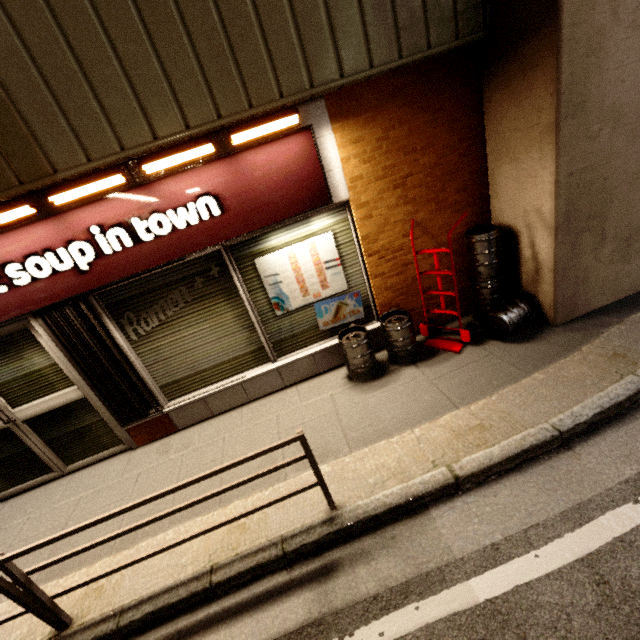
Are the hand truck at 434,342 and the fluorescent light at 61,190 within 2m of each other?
no

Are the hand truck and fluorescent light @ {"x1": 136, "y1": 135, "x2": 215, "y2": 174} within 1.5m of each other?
no

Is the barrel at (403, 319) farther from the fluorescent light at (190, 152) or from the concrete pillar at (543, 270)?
the fluorescent light at (190, 152)

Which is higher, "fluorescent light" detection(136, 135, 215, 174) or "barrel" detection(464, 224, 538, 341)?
"fluorescent light" detection(136, 135, 215, 174)

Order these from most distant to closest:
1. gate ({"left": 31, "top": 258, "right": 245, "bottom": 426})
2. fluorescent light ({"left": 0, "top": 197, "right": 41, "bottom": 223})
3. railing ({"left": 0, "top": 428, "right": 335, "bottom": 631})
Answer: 1. gate ({"left": 31, "top": 258, "right": 245, "bottom": 426})
2. fluorescent light ({"left": 0, "top": 197, "right": 41, "bottom": 223})
3. railing ({"left": 0, "top": 428, "right": 335, "bottom": 631})

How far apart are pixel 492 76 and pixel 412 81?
0.8m

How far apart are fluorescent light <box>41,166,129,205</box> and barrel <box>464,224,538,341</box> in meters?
3.7

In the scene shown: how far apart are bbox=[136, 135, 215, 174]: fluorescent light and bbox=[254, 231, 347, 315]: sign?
1.1 meters
